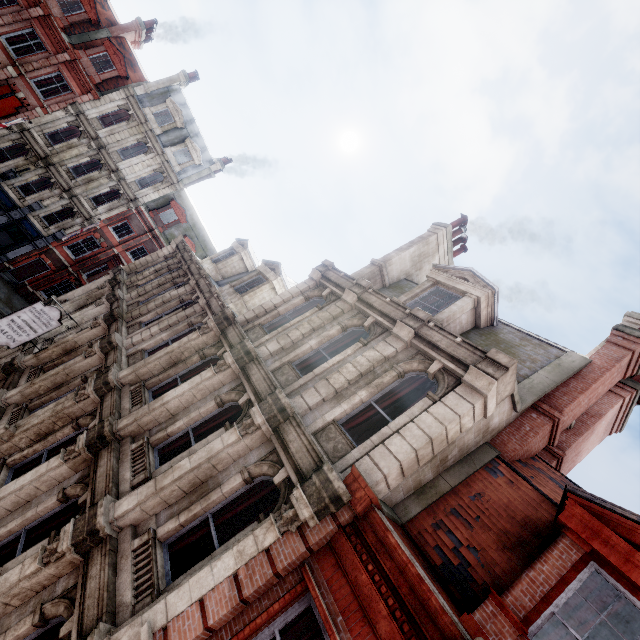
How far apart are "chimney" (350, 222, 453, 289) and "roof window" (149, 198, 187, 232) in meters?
25.5

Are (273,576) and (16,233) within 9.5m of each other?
no

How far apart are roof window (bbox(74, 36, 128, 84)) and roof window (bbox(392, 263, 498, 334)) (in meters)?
30.16

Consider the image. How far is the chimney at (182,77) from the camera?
27.1m

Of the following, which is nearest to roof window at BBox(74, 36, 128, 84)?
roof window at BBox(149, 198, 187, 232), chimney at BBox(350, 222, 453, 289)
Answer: roof window at BBox(149, 198, 187, 232)

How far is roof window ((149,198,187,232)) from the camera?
31.1m

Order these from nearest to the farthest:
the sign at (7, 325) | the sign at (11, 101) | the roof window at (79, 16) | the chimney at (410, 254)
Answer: the sign at (7, 325), the chimney at (410, 254), the sign at (11, 101), the roof window at (79, 16)

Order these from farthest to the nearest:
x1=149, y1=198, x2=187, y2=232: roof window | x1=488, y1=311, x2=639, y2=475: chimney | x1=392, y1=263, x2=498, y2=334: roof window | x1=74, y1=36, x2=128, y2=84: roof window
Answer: x1=149, y1=198, x2=187, y2=232: roof window → x1=74, y1=36, x2=128, y2=84: roof window → x1=392, y1=263, x2=498, y2=334: roof window → x1=488, y1=311, x2=639, y2=475: chimney
